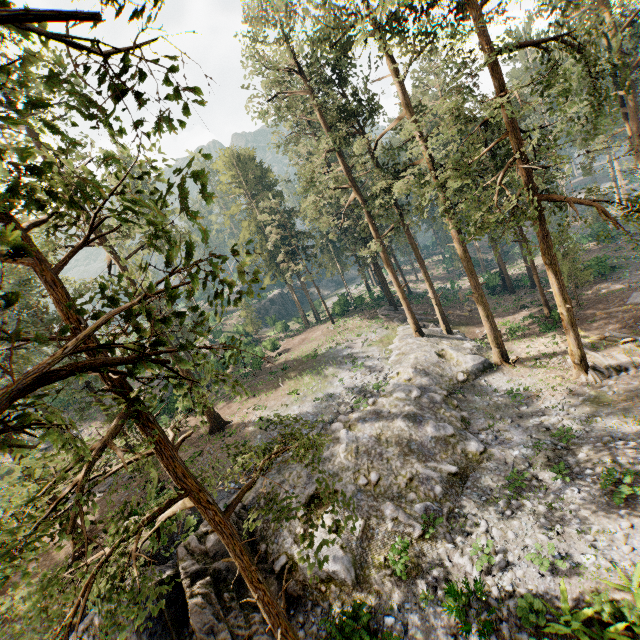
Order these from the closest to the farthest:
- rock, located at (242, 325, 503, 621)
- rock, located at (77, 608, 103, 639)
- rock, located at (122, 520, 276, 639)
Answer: rock, located at (77, 608, 103, 639) < rock, located at (122, 520, 276, 639) < rock, located at (242, 325, 503, 621)

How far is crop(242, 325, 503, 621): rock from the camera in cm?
1407

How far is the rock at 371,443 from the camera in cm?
1407

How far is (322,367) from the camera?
29.78m

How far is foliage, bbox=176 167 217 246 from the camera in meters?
2.8 m

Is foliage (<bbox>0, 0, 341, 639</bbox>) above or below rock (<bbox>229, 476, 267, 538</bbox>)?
above

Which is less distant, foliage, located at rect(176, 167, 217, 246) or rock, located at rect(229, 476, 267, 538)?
foliage, located at rect(176, 167, 217, 246)
